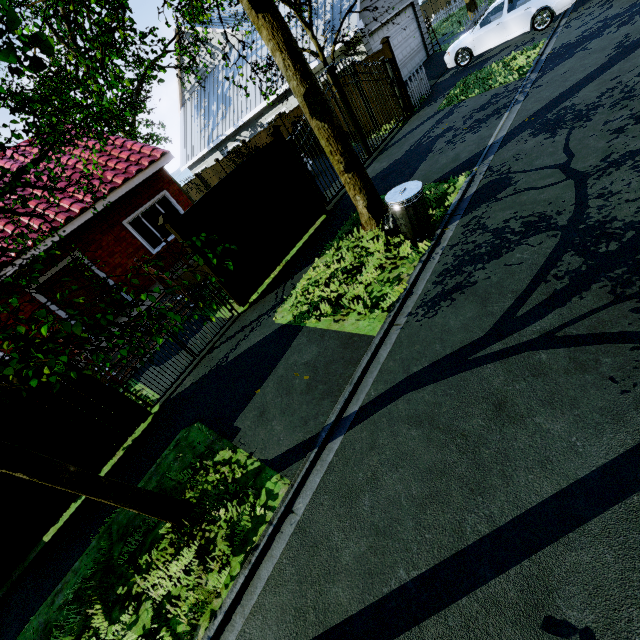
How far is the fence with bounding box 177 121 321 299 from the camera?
7.2m

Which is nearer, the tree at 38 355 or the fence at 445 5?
the tree at 38 355

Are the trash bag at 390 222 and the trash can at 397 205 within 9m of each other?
yes

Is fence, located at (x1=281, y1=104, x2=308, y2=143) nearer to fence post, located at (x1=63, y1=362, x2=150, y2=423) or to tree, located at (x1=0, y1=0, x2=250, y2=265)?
tree, located at (x1=0, y1=0, x2=250, y2=265)

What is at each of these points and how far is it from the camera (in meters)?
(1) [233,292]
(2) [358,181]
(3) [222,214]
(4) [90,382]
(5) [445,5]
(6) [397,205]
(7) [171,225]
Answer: (1) fence post, 7.52
(2) tree, 6.52
(3) fence, 7.31
(4) fence post, 5.68
(5) fence, 40.44
(6) trash can, 5.51
(7) fence post, 6.51

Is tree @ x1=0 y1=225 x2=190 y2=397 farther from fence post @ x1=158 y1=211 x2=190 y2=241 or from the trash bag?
fence post @ x1=158 y1=211 x2=190 y2=241

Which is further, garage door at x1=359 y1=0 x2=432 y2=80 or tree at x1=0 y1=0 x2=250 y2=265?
garage door at x1=359 y1=0 x2=432 y2=80

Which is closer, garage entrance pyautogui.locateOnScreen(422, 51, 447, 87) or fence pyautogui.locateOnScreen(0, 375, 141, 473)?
fence pyautogui.locateOnScreen(0, 375, 141, 473)
